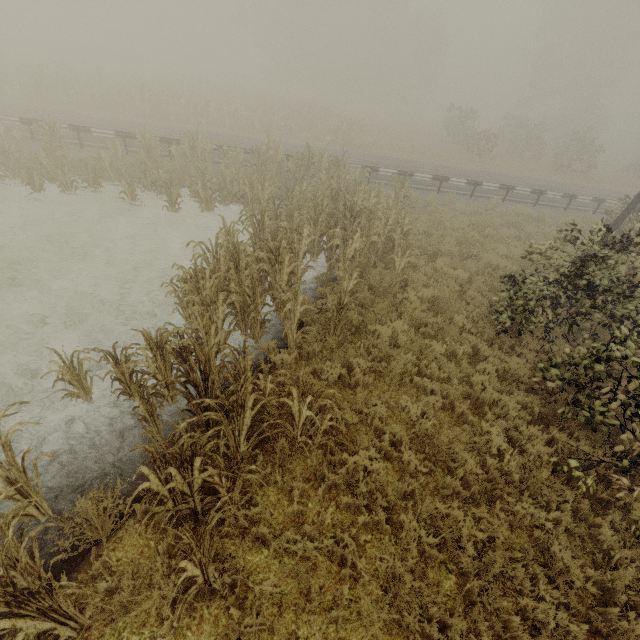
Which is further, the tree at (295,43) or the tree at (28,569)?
the tree at (295,43)

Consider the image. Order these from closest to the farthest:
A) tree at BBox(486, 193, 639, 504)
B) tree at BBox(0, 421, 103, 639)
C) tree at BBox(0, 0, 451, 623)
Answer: tree at BBox(0, 421, 103, 639), tree at BBox(0, 0, 451, 623), tree at BBox(486, 193, 639, 504)

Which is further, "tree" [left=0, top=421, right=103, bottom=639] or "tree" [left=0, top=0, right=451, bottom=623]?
"tree" [left=0, top=0, right=451, bottom=623]

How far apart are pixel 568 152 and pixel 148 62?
67.7m

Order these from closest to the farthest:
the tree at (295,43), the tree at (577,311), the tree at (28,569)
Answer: the tree at (28,569) → the tree at (295,43) → the tree at (577,311)

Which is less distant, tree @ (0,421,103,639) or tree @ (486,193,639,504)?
tree @ (0,421,103,639)
